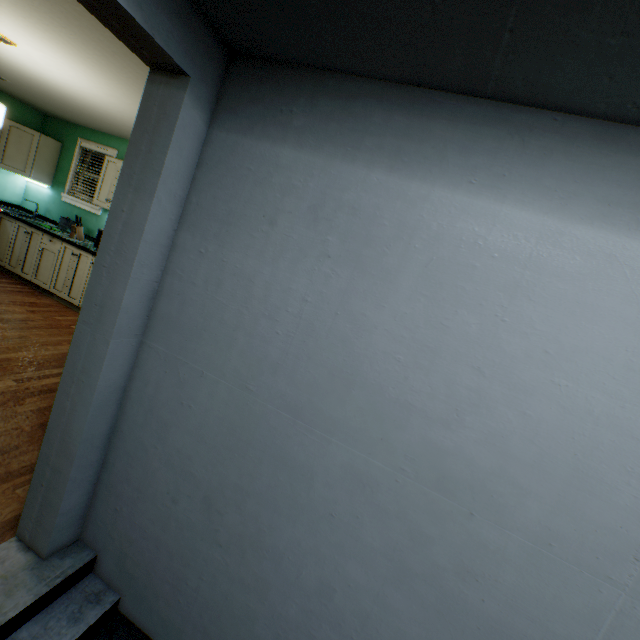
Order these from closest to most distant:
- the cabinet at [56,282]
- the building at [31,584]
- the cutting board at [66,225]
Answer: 1. the building at [31,584]
2. the cabinet at [56,282]
3. the cutting board at [66,225]

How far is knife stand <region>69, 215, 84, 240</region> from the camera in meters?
4.5

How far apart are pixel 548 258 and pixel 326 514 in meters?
1.1 m

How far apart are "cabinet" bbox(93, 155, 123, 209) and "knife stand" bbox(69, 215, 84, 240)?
0.29m

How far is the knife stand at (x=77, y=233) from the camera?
4.53m

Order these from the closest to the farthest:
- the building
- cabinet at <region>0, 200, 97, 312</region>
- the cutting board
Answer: the building
cabinet at <region>0, 200, 97, 312</region>
the cutting board

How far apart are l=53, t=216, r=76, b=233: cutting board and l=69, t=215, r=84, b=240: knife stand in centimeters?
33cm

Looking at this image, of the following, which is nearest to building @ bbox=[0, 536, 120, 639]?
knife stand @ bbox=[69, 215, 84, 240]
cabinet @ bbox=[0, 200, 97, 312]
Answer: cabinet @ bbox=[0, 200, 97, 312]
